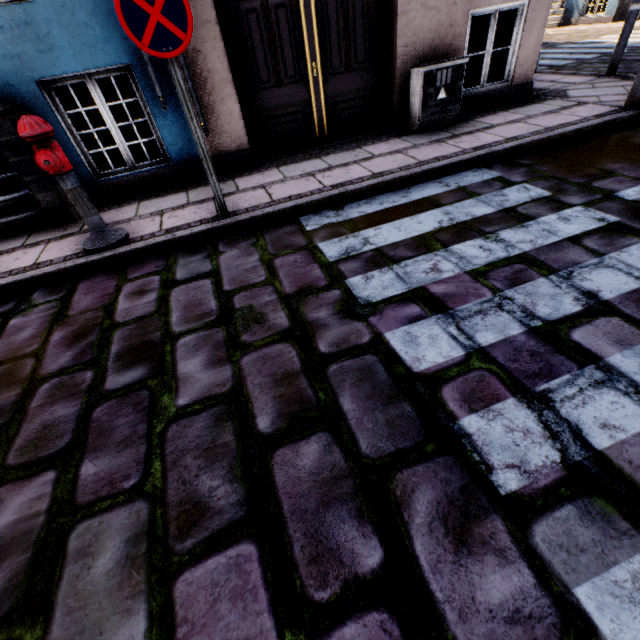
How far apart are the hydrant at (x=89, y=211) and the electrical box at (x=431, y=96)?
4.5m

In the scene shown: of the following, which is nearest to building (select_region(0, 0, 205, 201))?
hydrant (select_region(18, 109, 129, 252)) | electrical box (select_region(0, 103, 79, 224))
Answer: electrical box (select_region(0, 103, 79, 224))

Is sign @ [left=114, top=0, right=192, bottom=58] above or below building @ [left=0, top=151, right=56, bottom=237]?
above

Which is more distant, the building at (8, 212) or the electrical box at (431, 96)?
the electrical box at (431, 96)

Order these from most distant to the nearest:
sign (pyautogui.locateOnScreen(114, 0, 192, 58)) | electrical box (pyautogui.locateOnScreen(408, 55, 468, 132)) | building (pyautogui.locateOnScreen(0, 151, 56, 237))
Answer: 1. electrical box (pyautogui.locateOnScreen(408, 55, 468, 132))
2. building (pyautogui.locateOnScreen(0, 151, 56, 237))
3. sign (pyautogui.locateOnScreen(114, 0, 192, 58))

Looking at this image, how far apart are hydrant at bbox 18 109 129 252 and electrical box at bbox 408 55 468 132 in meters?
4.5 m

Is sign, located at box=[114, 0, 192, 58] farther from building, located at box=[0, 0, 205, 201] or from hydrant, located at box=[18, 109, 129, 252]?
building, located at box=[0, 0, 205, 201]

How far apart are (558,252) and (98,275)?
4.2 meters
